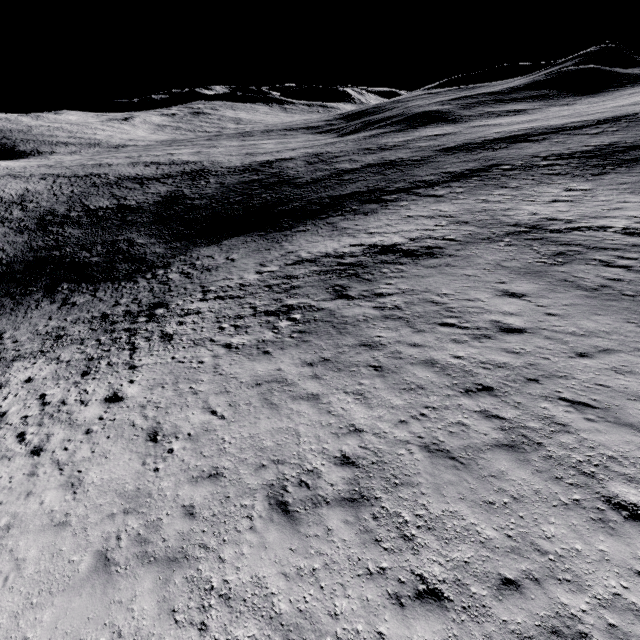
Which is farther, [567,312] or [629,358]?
[567,312]
